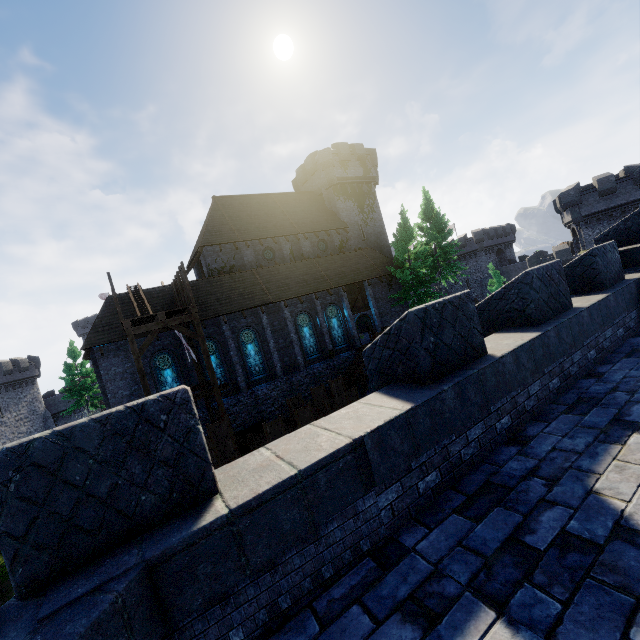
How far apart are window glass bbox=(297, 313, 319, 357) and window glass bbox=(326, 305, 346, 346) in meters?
1.5

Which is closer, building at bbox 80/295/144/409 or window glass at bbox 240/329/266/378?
building at bbox 80/295/144/409

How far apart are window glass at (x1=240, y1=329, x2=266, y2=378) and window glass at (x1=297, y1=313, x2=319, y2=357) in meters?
3.5 m

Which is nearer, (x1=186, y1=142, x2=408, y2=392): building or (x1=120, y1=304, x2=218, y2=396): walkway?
(x1=120, y1=304, x2=218, y2=396): walkway

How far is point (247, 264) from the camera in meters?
28.0

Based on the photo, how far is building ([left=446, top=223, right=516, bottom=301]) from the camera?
52.0m

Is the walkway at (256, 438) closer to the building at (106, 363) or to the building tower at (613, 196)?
the building at (106, 363)

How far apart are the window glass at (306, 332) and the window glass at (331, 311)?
1.5 meters
